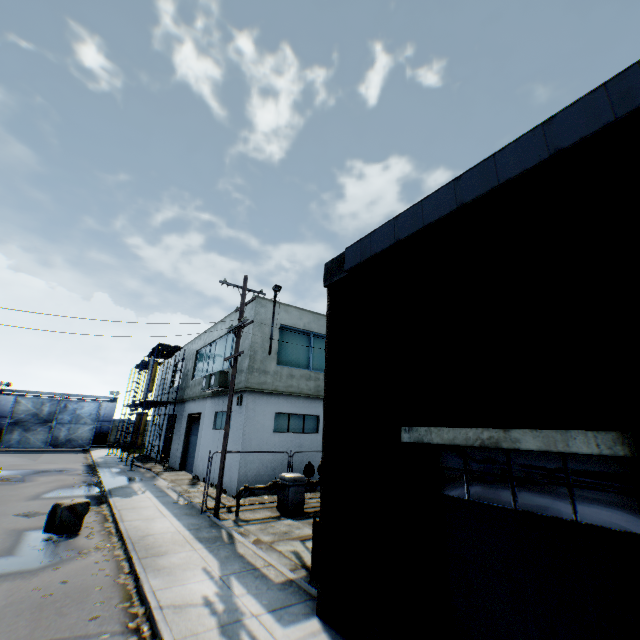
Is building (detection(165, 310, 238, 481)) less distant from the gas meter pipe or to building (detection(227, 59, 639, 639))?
the gas meter pipe

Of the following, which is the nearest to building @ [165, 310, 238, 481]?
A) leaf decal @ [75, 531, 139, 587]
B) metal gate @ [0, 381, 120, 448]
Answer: leaf decal @ [75, 531, 139, 587]

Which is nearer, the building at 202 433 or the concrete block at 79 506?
the concrete block at 79 506

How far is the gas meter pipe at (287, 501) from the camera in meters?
12.5

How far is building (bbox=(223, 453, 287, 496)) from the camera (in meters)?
15.06

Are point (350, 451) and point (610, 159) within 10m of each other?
yes

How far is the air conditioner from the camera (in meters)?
17.50

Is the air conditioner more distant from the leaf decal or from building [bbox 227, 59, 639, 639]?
building [bbox 227, 59, 639, 639]
